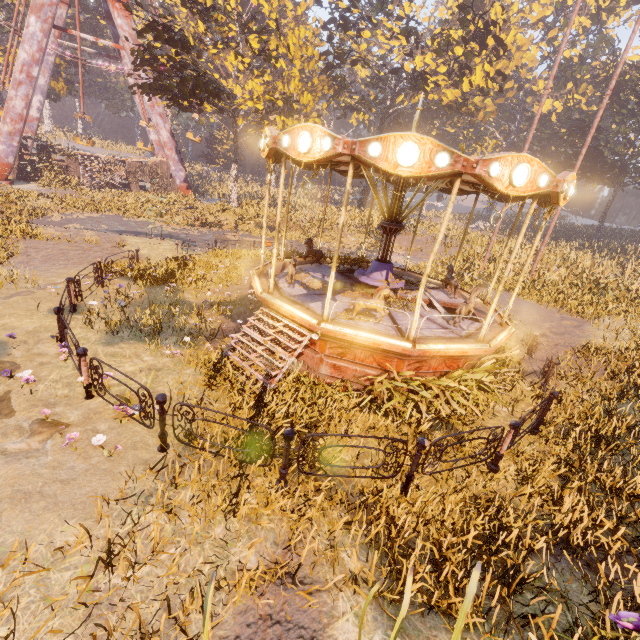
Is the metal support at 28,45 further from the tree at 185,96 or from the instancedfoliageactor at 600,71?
the instancedfoliageactor at 600,71

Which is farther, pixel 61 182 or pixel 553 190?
pixel 61 182

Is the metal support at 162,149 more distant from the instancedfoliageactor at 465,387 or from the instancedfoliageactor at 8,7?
the instancedfoliageactor at 465,387

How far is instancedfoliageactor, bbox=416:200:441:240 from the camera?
28.0 meters

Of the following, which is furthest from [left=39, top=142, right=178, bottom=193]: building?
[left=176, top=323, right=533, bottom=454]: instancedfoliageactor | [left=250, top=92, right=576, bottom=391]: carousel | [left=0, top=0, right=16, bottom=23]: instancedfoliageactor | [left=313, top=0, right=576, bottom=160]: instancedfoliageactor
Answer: [left=176, top=323, right=533, bottom=454]: instancedfoliageactor

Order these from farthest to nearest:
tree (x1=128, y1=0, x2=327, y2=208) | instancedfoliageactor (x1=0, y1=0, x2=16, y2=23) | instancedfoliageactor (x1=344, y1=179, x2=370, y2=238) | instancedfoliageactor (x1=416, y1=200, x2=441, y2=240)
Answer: instancedfoliageactor (x1=0, y1=0, x2=16, y2=23)
instancedfoliageactor (x1=344, y1=179, x2=370, y2=238)
instancedfoliageactor (x1=416, y1=200, x2=441, y2=240)
tree (x1=128, y1=0, x2=327, y2=208)

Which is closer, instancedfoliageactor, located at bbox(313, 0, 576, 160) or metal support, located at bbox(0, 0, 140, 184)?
metal support, located at bbox(0, 0, 140, 184)

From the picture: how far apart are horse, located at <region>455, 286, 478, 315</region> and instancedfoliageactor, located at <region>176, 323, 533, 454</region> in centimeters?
224cm
